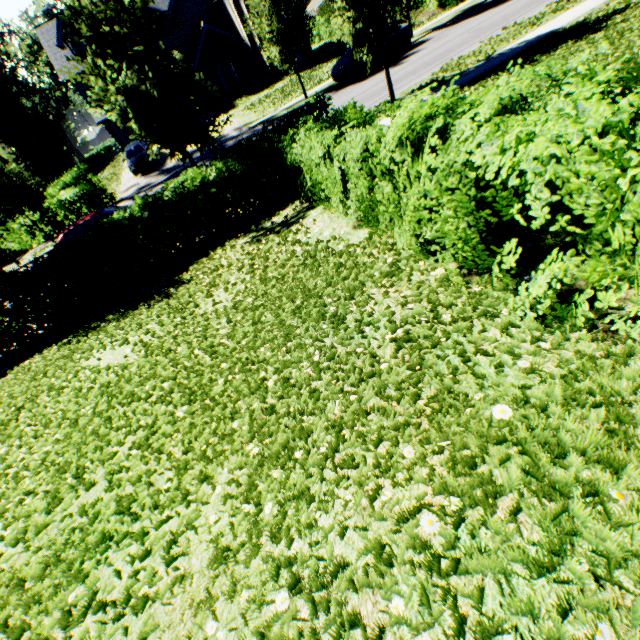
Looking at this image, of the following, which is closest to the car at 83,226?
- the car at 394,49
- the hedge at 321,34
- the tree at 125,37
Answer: the tree at 125,37

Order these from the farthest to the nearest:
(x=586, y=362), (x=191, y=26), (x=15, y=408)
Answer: (x=191, y=26)
(x=15, y=408)
(x=586, y=362)

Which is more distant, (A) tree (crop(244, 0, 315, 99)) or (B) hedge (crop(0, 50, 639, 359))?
(A) tree (crop(244, 0, 315, 99))

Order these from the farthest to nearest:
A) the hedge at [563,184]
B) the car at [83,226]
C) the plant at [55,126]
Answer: the plant at [55,126] → the car at [83,226] → the hedge at [563,184]

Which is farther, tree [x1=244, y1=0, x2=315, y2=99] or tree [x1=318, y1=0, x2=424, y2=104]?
tree [x1=244, y1=0, x2=315, y2=99]

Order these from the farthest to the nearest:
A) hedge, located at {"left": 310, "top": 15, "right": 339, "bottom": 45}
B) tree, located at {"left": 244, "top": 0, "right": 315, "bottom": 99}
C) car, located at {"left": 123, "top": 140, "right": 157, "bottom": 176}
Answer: hedge, located at {"left": 310, "top": 15, "right": 339, "bottom": 45} → car, located at {"left": 123, "top": 140, "right": 157, "bottom": 176} → tree, located at {"left": 244, "top": 0, "right": 315, "bottom": 99}

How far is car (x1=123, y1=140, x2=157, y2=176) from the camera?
23.4 meters

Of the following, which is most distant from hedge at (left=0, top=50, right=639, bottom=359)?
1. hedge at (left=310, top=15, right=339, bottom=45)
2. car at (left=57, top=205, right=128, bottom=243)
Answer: hedge at (left=310, top=15, right=339, bottom=45)
